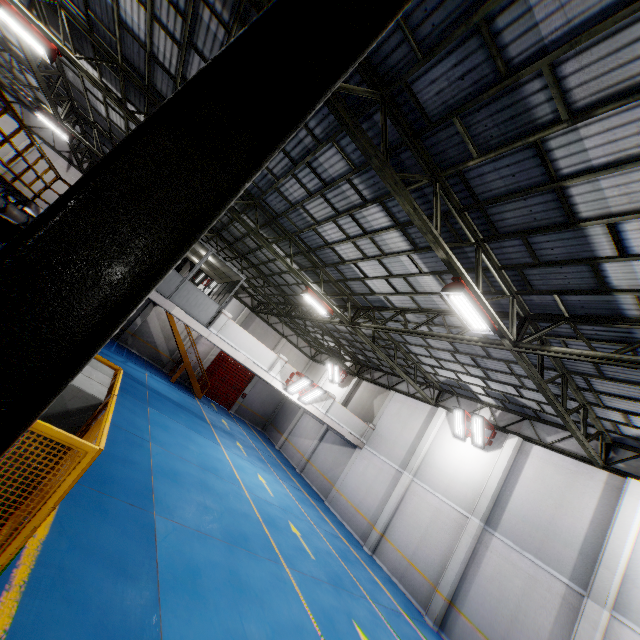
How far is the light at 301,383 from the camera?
16.5m

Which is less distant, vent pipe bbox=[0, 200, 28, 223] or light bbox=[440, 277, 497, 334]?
light bbox=[440, 277, 497, 334]

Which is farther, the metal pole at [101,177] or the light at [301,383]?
the light at [301,383]

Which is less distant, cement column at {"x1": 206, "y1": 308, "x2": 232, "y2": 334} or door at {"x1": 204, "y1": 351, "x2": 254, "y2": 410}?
cement column at {"x1": 206, "y1": 308, "x2": 232, "y2": 334}

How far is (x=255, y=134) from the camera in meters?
1.5 m

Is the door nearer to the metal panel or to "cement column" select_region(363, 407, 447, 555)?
the metal panel

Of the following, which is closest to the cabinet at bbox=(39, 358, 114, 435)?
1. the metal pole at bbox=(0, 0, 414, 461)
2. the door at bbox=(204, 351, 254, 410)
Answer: the metal pole at bbox=(0, 0, 414, 461)

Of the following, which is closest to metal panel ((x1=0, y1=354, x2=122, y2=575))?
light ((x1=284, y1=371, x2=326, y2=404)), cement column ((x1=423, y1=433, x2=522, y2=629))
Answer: light ((x1=284, y1=371, x2=326, y2=404))
